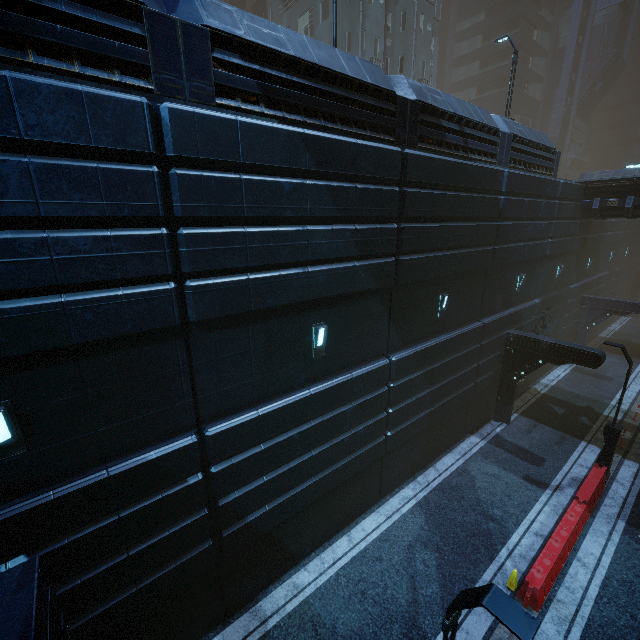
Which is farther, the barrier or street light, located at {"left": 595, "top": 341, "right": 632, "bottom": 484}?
street light, located at {"left": 595, "top": 341, "right": 632, "bottom": 484}

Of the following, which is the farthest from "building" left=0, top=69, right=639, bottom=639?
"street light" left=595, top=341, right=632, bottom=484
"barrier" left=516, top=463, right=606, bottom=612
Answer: "barrier" left=516, top=463, right=606, bottom=612

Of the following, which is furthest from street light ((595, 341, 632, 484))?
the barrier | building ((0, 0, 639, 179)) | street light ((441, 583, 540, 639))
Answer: street light ((441, 583, 540, 639))

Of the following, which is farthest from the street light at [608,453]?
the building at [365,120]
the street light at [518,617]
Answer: the street light at [518,617]

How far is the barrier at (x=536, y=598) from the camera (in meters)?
8.59

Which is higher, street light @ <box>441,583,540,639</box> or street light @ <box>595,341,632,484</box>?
street light @ <box>441,583,540,639</box>

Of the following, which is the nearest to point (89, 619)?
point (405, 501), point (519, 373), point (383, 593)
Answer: point (383, 593)

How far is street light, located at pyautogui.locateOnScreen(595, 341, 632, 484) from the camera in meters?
11.6 m
